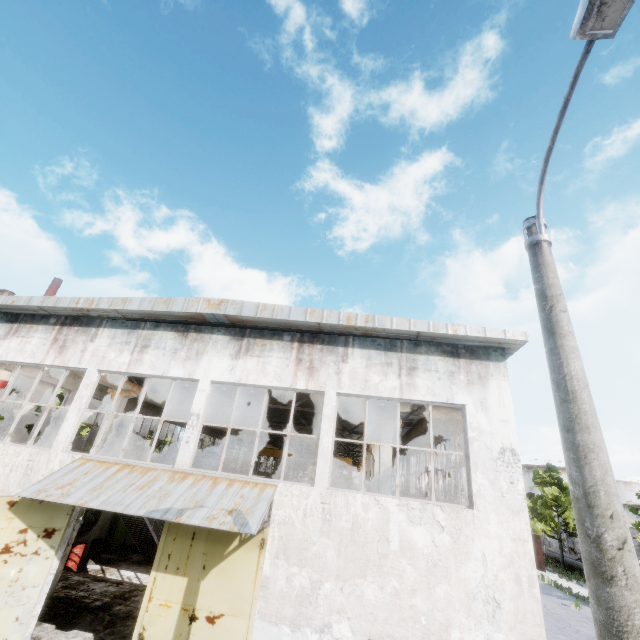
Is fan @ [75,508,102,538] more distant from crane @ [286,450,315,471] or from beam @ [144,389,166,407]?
crane @ [286,450,315,471]

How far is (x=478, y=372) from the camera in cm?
962

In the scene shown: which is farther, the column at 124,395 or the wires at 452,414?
the column at 124,395

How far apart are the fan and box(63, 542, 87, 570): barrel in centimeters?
72cm

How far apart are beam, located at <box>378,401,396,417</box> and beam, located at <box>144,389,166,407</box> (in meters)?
11.86

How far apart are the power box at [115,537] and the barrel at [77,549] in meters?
2.9

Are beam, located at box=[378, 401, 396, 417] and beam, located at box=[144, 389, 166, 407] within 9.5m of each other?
no

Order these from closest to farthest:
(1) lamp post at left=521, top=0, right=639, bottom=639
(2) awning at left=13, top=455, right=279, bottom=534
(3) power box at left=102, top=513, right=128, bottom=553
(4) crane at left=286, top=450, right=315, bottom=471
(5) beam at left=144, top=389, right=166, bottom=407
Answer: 1. (1) lamp post at left=521, top=0, right=639, bottom=639
2. (2) awning at left=13, top=455, right=279, bottom=534
3. (5) beam at left=144, top=389, right=166, bottom=407
4. (3) power box at left=102, top=513, right=128, bottom=553
5. (4) crane at left=286, top=450, right=315, bottom=471
